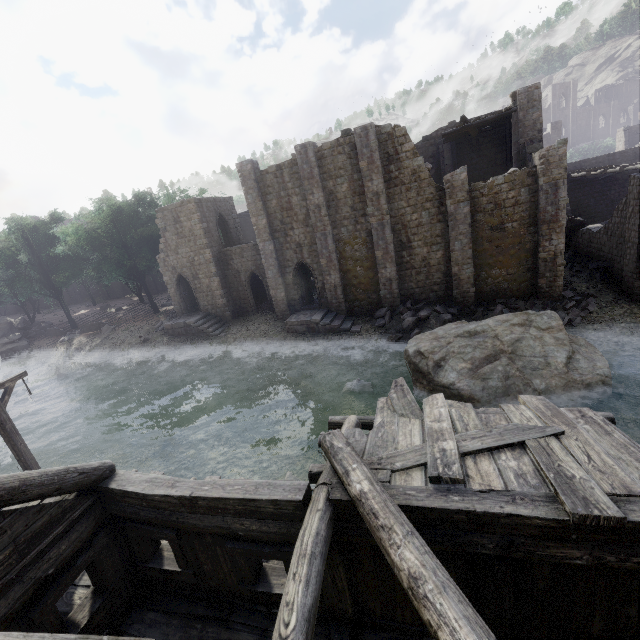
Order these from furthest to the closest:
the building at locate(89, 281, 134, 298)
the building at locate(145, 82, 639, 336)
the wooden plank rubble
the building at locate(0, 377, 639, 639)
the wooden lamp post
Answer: the building at locate(89, 281, 134, 298) → the wooden plank rubble → the building at locate(145, 82, 639, 336) → the wooden lamp post → the building at locate(0, 377, 639, 639)

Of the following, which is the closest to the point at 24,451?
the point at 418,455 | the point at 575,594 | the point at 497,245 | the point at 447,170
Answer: the point at 418,455

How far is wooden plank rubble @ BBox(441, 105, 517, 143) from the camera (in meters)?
21.82

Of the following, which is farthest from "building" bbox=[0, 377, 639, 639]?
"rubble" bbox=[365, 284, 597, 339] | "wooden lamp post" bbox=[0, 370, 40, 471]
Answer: "wooden lamp post" bbox=[0, 370, 40, 471]

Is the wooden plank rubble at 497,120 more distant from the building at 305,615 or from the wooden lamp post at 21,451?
the wooden lamp post at 21,451

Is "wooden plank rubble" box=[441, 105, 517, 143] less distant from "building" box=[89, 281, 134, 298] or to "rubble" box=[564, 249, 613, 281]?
"building" box=[89, 281, 134, 298]

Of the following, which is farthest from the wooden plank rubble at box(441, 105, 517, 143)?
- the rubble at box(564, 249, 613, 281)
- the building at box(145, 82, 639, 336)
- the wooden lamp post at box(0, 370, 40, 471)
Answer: the wooden lamp post at box(0, 370, 40, 471)

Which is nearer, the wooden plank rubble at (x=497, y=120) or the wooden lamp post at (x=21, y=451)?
the wooden lamp post at (x=21, y=451)
